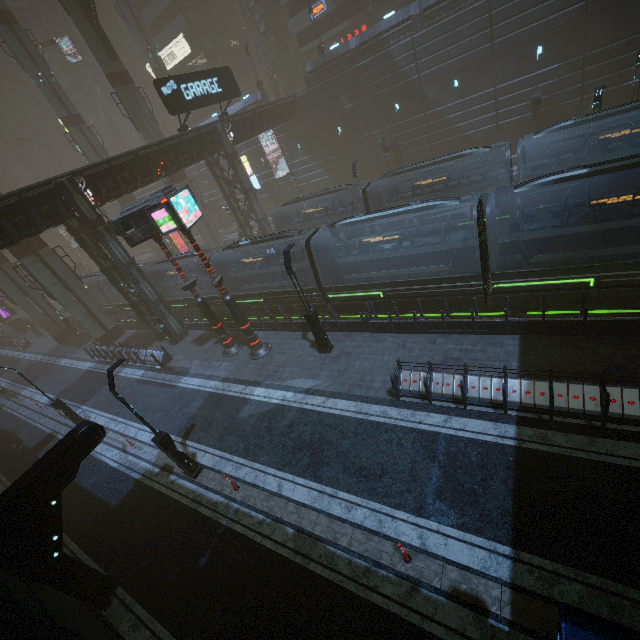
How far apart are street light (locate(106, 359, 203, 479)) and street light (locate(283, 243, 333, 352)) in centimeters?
710cm

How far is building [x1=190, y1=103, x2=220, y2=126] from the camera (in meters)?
42.56

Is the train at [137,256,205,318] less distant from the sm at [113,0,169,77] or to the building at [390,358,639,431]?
the building at [390,358,639,431]

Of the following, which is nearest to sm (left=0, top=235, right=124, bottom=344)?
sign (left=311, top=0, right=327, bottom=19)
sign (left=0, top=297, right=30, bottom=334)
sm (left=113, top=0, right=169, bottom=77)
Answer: sm (left=113, top=0, right=169, bottom=77)

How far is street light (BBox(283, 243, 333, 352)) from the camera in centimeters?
1404cm

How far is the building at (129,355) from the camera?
21.91m

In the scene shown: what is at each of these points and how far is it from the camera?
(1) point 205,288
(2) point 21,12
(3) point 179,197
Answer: (1) train, 26.6 meters
(2) sign, 55.1 meters
(3) sign, 14.0 meters

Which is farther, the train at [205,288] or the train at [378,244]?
the train at [205,288]
